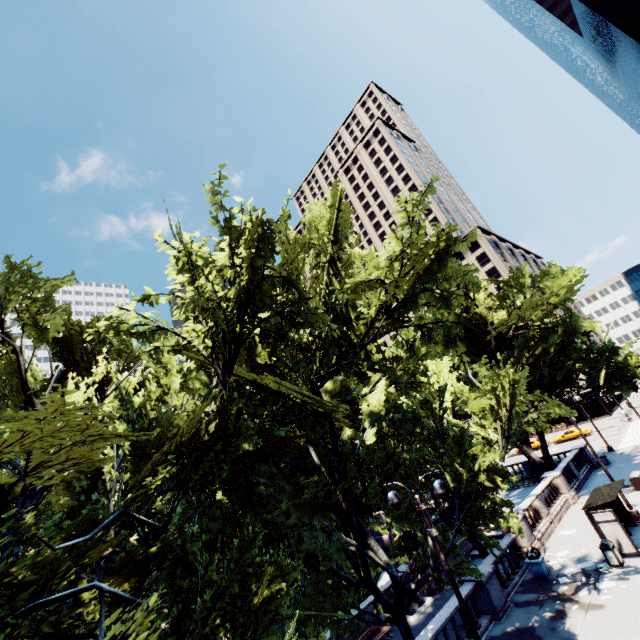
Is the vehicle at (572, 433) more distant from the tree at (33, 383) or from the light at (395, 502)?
the light at (395, 502)

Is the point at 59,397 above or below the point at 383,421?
above

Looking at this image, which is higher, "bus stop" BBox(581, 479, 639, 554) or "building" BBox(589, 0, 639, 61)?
"building" BBox(589, 0, 639, 61)

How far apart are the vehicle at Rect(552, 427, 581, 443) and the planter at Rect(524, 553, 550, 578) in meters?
40.1

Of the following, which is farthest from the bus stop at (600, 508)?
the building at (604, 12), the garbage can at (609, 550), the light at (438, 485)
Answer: the building at (604, 12)

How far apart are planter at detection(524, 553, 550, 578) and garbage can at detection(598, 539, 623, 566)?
2.5 meters

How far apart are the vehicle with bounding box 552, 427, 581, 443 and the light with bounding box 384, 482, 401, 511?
52.0 meters

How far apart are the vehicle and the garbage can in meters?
39.8 m
